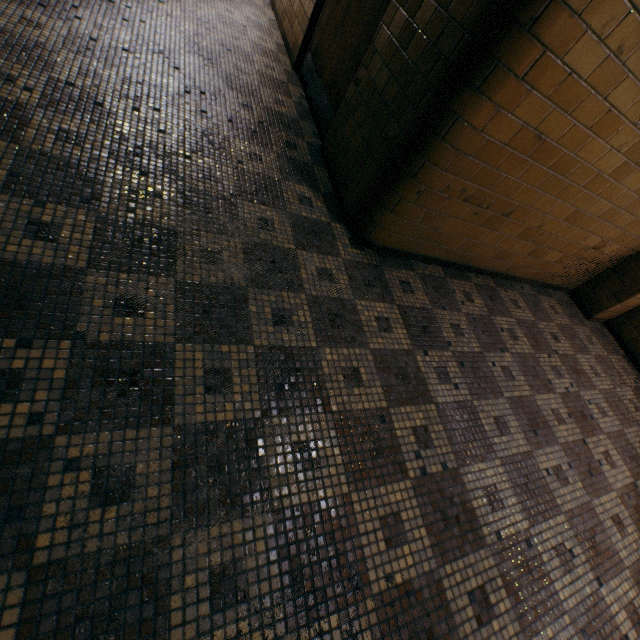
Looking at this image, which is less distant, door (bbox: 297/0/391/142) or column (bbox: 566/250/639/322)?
door (bbox: 297/0/391/142)

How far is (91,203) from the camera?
1.8m

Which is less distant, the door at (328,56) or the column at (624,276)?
the door at (328,56)
